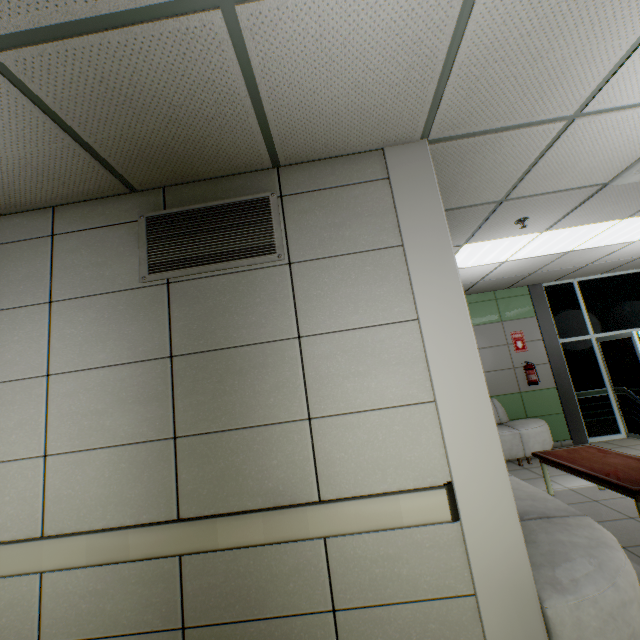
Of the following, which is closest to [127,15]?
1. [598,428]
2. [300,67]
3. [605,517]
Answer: [300,67]

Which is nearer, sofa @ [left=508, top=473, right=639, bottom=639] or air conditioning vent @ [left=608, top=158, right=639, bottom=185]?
sofa @ [left=508, top=473, right=639, bottom=639]

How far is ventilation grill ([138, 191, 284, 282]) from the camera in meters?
2.1 m

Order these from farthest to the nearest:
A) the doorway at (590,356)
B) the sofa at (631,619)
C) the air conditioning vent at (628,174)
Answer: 1. the doorway at (590,356)
2. the air conditioning vent at (628,174)
3. the sofa at (631,619)

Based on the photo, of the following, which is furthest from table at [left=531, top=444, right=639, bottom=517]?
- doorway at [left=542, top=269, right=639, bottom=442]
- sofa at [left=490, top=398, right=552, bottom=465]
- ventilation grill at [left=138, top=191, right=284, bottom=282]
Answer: ventilation grill at [left=138, top=191, right=284, bottom=282]

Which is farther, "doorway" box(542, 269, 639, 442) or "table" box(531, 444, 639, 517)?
"doorway" box(542, 269, 639, 442)

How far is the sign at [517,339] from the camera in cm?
670

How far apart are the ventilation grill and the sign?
6.41m
